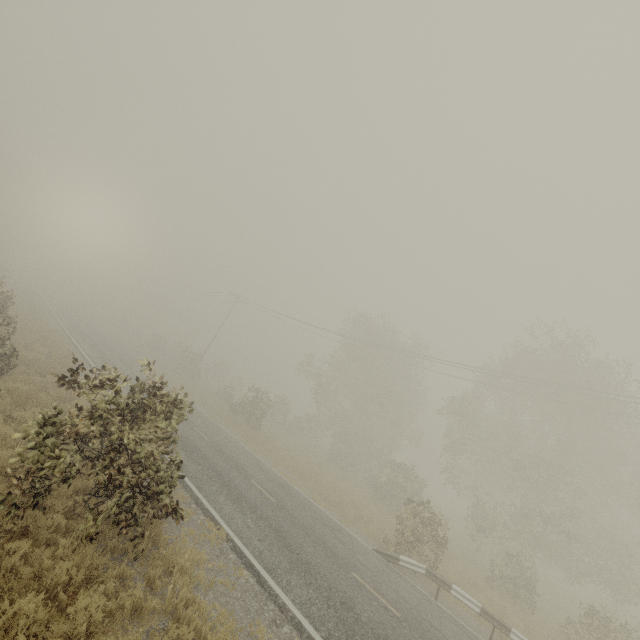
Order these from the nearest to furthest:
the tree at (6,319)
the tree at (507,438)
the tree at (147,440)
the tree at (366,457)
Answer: the tree at (147,440), the tree at (6,319), the tree at (366,457), the tree at (507,438)

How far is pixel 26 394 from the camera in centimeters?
1185cm

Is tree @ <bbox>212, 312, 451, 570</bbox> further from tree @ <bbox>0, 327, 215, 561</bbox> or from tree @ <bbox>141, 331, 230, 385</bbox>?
tree @ <bbox>141, 331, 230, 385</bbox>

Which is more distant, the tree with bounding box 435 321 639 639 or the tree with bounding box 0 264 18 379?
the tree with bounding box 435 321 639 639

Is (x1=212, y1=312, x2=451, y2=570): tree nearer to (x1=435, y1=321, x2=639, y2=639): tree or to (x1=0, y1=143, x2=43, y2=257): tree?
(x1=435, y1=321, x2=639, y2=639): tree

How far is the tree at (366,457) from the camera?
14.99m

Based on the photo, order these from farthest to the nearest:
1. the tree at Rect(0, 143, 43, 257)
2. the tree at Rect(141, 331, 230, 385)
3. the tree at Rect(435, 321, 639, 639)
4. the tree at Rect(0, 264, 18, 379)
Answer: the tree at Rect(0, 143, 43, 257), the tree at Rect(141, 331, 230, 385), the tree at Rect(435, 321, 639, 639), the tree at Rect(0, 264, 18, 379)

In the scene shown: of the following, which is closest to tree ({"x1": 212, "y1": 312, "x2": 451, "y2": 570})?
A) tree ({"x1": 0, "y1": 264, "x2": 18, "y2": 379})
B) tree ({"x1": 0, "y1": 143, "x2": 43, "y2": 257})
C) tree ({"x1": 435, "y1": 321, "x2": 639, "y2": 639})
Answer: tree ({"x1": 0, "y1": 264, "x2": 18, "y2": 379})
